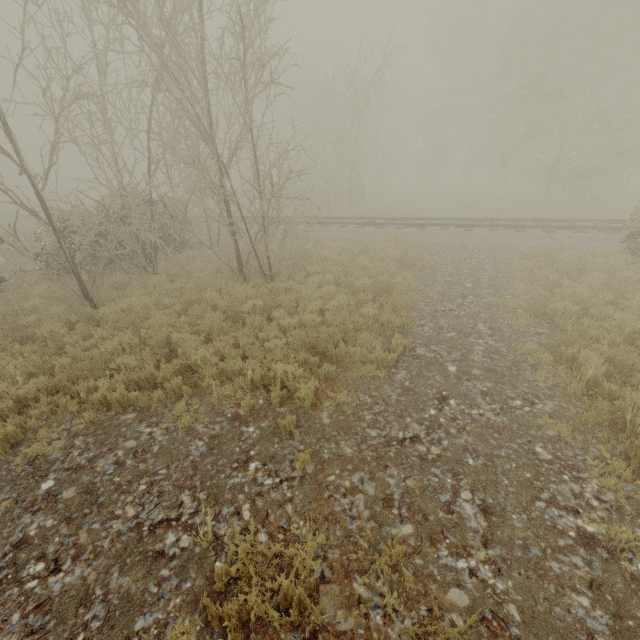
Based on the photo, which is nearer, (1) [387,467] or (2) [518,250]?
(1) [387,467]
